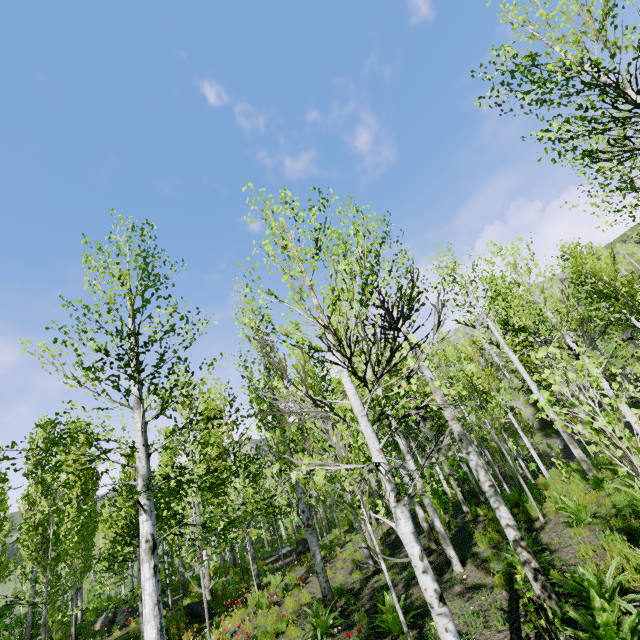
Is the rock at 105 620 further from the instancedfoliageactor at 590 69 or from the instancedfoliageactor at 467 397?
the instancedfoliageactor at 467 397

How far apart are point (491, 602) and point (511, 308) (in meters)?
9.45

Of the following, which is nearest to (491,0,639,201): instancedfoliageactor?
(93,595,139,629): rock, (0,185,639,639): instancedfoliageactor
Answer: (93,595,139,629): rock

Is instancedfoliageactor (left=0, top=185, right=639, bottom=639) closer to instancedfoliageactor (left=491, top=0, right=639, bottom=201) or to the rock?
instancedfoliageactor (left=491, top=0, right=639, bottom=201)

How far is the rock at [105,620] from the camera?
14.4 meters

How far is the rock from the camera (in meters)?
14.44
